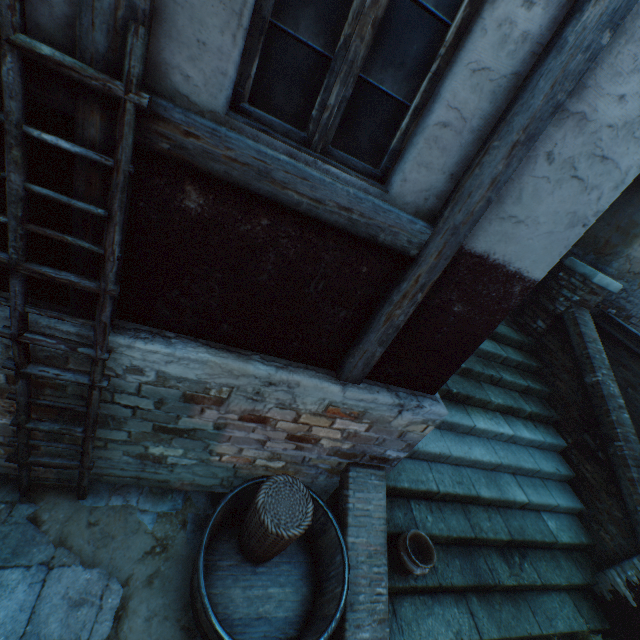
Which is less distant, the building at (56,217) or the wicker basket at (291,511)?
the building at (56,217)

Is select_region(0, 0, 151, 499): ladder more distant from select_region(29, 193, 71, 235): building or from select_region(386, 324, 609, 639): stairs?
select_region(386, 324, 609, 639): stairs

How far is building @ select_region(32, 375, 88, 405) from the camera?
2.34m

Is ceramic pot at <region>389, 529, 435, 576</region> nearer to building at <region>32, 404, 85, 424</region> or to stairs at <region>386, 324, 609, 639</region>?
stairs at <region>386, 324, 609, 639</region>

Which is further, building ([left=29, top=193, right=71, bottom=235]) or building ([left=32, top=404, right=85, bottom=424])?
building ([left=32, top=404, right=85, bottom=424])

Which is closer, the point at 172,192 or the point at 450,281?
the point at 172,192

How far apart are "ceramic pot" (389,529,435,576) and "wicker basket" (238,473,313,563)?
1.0 meters

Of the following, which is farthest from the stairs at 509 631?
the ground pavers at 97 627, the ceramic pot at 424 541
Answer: the ground pavers at 97 627
